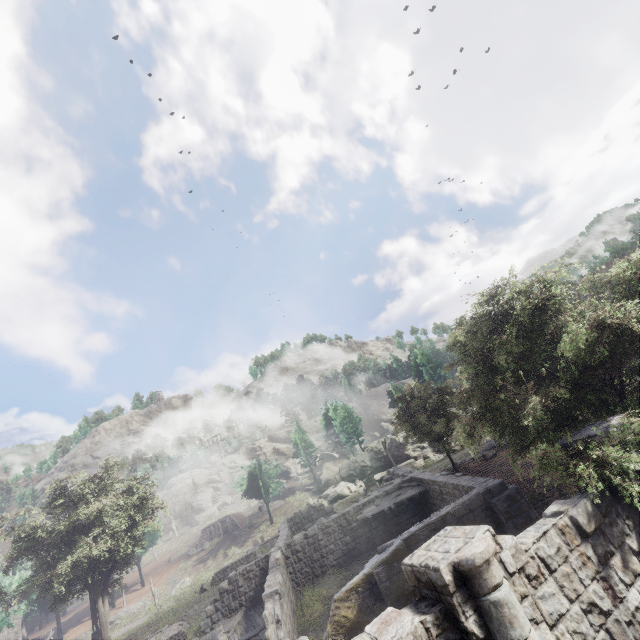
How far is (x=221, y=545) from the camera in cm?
4631

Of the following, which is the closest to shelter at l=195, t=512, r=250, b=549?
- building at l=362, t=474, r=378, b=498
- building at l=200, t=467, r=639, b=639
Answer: building at l=200, t=467, r=639, b=639

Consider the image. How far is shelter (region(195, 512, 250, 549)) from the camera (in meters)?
49.31

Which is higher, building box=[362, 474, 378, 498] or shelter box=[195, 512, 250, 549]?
shelter box=[195, 512, 250, 549]

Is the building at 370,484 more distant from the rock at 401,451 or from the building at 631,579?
the building at 631,579

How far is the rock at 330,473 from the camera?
45.81m

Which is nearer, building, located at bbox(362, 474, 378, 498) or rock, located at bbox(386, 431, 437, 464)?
building, located at bbox(362, 474, 378, 498)

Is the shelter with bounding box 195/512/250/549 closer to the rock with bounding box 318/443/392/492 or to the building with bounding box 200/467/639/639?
the rock with bounding box 318/443/392/492
